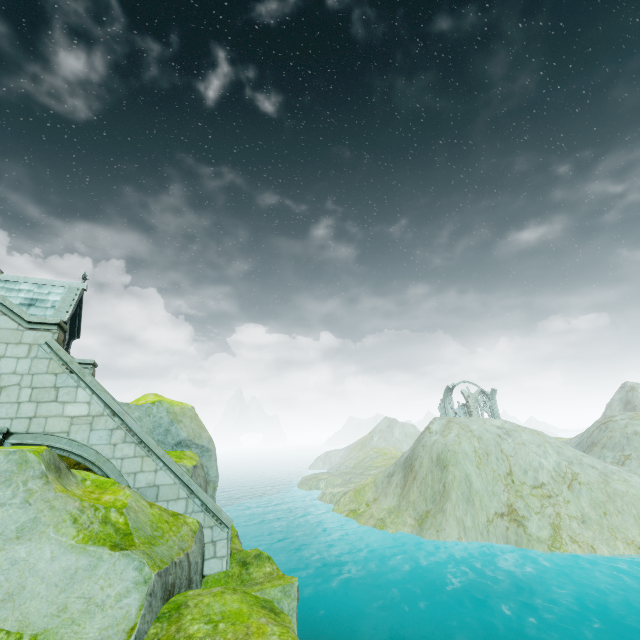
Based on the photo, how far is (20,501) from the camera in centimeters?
588cm

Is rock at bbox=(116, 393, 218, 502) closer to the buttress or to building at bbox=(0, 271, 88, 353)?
the buttress

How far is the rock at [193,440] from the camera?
11.9m

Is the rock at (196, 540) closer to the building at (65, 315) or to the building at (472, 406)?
the building at (65, 315)

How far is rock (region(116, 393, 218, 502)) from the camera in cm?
1194

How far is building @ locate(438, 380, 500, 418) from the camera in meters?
52.8

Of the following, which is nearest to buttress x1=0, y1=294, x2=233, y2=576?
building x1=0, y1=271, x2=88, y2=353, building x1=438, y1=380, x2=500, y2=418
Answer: building x1=0, y1=271, x2=88, y2=353

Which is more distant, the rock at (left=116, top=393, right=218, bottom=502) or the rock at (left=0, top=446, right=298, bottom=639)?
the rock at (left=116, top=393, right=218, bottom=502)
